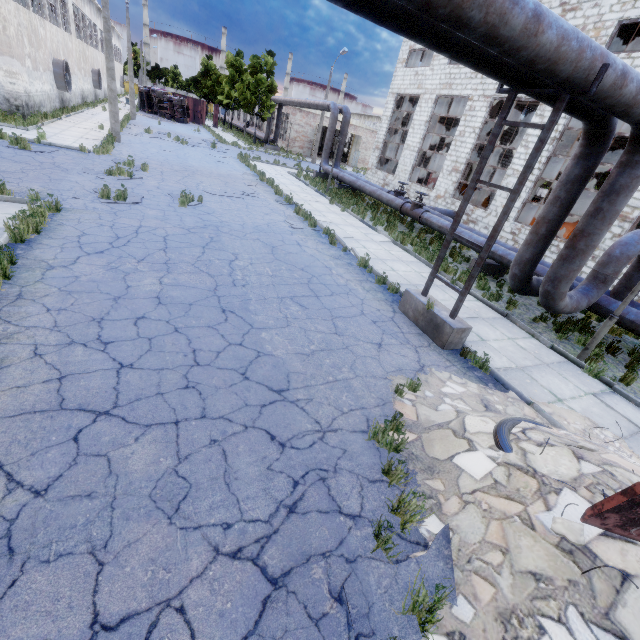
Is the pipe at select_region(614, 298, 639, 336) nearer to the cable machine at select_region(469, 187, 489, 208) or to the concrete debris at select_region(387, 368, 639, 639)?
the concrete debris at select_region(387, 368, 639, 639)

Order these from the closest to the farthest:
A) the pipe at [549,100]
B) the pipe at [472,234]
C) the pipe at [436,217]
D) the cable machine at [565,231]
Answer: the pipe at [549,100] < the pipe at [472,234] < the pipe at [436,217] < the cable machine at [565,231]

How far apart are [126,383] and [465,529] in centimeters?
444cm

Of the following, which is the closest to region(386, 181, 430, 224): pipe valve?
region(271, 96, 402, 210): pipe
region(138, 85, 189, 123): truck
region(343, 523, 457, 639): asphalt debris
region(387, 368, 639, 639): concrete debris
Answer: region(271, 96, 402, 210): pipe

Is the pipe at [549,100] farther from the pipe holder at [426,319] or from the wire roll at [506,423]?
the wire roll at [506,423]

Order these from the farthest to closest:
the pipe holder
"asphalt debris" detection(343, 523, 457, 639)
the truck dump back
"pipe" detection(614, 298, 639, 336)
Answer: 1. "pipe" detection(614, 298, 639, 336)
2. the pipe holder
3. "asphalt debris" detection(343, 523, 457, 639)
4. the truck dump back

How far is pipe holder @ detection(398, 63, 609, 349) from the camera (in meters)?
5.18

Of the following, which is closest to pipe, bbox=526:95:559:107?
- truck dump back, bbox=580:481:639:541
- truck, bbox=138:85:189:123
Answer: truck dump back, bbox=580:481:639:541
